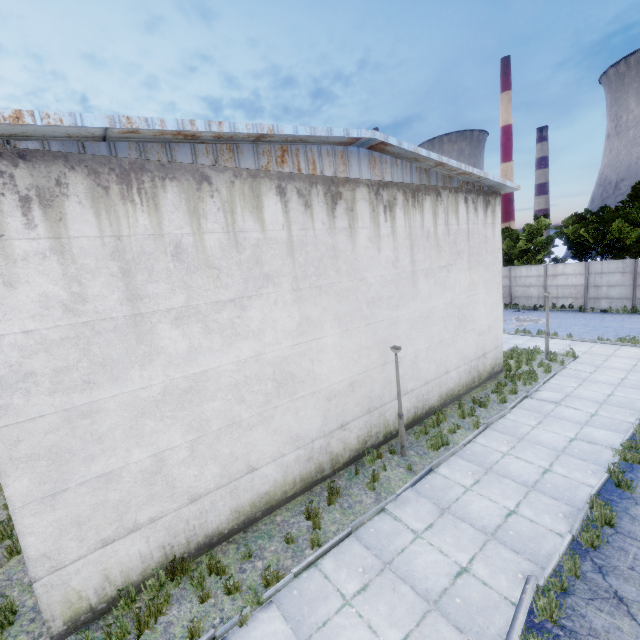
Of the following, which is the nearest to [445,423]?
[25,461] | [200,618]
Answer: [200,618]
